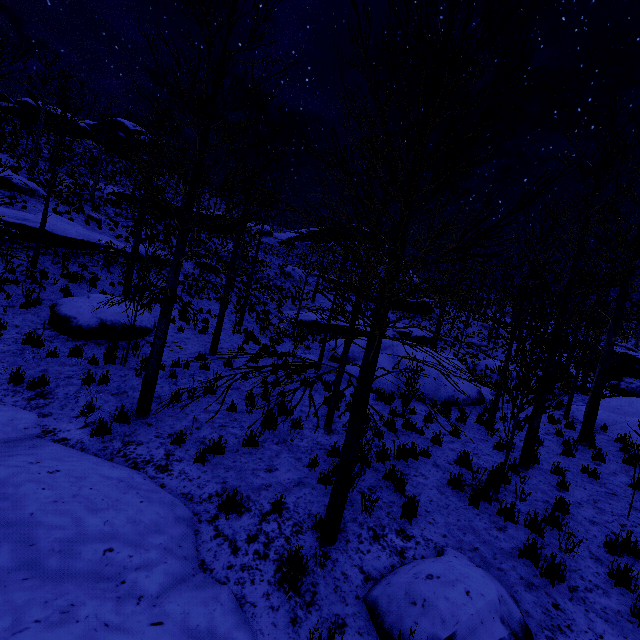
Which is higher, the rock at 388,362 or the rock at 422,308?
the rock at 422,308

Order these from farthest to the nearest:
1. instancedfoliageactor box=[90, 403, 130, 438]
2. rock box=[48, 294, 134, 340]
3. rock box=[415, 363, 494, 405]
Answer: rock box=[415, 363, 494, 405], rock box=[48, 294, 134, 340], instancedfoliageactor box=[90, 403, 130, 438]

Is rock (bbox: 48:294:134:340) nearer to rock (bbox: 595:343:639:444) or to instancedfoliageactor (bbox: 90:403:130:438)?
instancedfoliageactor (bbox: 90:403:130:438)

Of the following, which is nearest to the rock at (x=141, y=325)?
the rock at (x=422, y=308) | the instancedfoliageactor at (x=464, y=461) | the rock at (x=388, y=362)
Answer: the rock at (x=388, y=362)

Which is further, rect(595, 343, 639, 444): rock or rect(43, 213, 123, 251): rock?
rect(43, 213, 123, 251): rock

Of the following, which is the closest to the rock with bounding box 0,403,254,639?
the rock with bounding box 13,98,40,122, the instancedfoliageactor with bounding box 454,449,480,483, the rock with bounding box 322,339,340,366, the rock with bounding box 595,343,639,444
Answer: the instancedfoliageactor with bounding box 454,449,480,483

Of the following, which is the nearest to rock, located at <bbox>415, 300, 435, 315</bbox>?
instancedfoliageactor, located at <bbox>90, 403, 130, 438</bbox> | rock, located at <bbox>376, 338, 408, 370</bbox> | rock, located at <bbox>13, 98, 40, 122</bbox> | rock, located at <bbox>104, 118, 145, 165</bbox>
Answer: rock, located at <bbox>376, 338, 408, 370</bbox>

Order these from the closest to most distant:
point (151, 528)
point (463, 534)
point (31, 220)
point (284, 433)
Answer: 1. point (151, 528)
2. point (463, 534)
3. point (284, 433)
4. point (31, 220)
